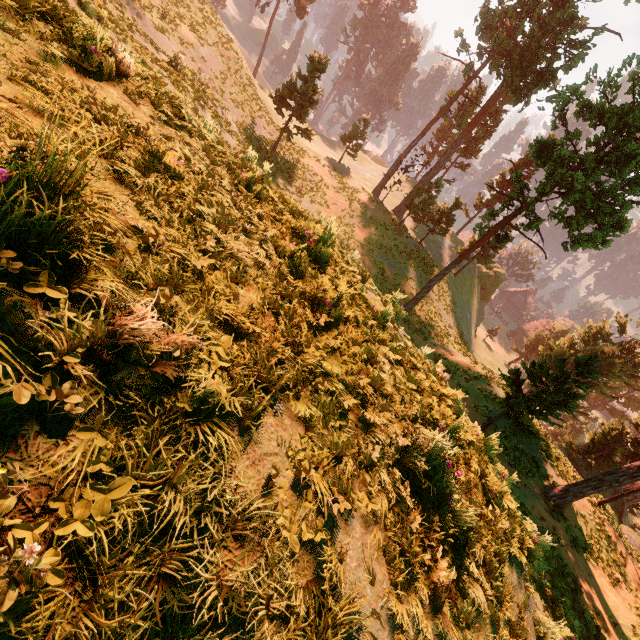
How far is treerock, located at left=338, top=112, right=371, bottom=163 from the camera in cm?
3762

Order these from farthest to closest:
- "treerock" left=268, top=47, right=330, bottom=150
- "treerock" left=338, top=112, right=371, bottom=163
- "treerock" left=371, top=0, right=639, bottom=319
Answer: "treerock" left=338, top=112, right=371, bottom=163 → "treerock" left=268, top=47, right=330, bottom=150 → "treerock" left=371, top=0, right=639, bottom=319

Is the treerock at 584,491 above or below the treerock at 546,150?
below

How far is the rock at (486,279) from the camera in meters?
46.8 m

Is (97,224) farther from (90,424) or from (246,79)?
(246,79)

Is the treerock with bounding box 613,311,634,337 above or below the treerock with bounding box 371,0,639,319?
below

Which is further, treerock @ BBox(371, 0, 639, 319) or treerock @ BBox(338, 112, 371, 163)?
treerock @ BBox(338, 112, 371, 163)
